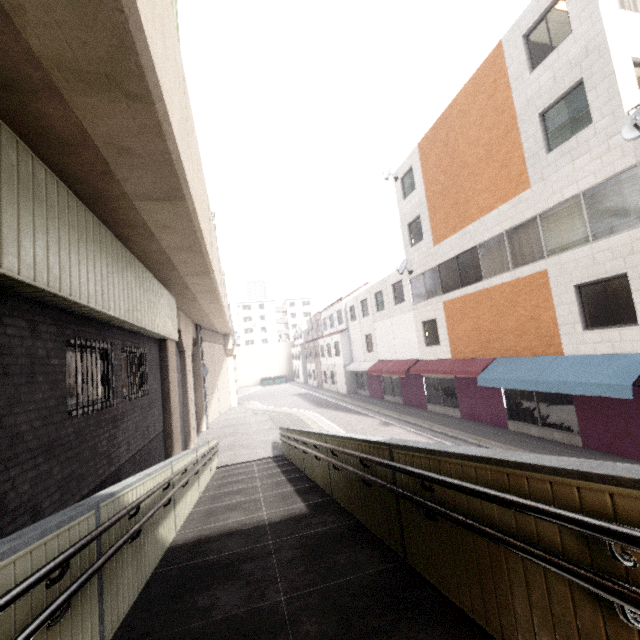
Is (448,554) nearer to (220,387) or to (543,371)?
(543,371)

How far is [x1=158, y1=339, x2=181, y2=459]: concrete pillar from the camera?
11.35m

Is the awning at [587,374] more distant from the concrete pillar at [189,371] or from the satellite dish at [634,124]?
the concrete pillar at [189,371]

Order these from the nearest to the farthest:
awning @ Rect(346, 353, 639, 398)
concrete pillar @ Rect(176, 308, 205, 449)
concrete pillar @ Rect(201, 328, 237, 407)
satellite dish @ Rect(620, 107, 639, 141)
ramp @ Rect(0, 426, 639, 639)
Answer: ramp @ Rect(0, 426, 639, 639) → satellite dish @ Rect(620, 107, 639, 141) → awning @ Rect(346, 353, 639, 398) → concrete pillar @ Rect(176, 308, 205, 449) → concrete pillar @ Rect(201, 328, 237, 407)

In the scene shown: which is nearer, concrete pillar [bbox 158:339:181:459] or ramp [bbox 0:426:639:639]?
ramp [bbox 0:426:639:639]

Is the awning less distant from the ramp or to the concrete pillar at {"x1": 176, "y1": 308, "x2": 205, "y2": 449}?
the ramp

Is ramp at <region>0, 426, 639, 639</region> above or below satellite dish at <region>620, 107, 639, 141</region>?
below

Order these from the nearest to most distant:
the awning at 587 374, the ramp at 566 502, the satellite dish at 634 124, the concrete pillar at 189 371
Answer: the ramp at 566 502, the satellite dish at 634 124, the awning at 587 374, the concrete pillar at 189 371
